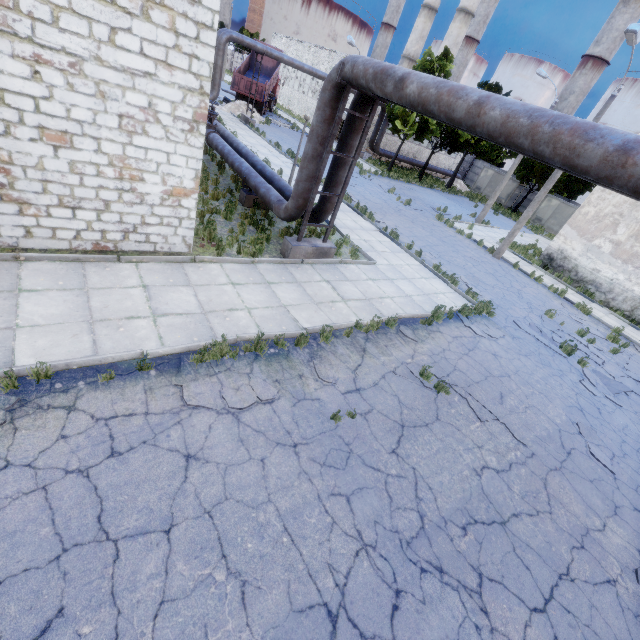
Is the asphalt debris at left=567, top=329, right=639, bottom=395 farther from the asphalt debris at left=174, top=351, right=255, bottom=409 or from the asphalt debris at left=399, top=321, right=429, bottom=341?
the asphalt debris at left=174, top=351, right=255, bottom=409

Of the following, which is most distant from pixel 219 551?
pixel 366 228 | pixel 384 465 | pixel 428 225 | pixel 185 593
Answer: pixel 428 225

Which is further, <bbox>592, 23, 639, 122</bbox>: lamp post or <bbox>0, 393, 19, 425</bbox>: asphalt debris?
<bbox>592, 23, 639, 122</bbox>: lamp post

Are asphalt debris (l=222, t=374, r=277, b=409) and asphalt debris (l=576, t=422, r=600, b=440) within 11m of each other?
yes

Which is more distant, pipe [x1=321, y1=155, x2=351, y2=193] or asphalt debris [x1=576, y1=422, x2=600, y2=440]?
pipe [x1=321, y1=155, x2=351, y2=193]

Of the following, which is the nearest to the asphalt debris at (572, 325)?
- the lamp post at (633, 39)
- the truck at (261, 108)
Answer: the lamp post at (633, 39)

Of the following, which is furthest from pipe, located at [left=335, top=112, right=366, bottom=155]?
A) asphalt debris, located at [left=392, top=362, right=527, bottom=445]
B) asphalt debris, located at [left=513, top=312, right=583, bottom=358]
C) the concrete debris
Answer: the concrete debris

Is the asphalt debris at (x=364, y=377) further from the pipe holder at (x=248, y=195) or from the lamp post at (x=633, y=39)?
the lamp post at (x=633, y=39)
